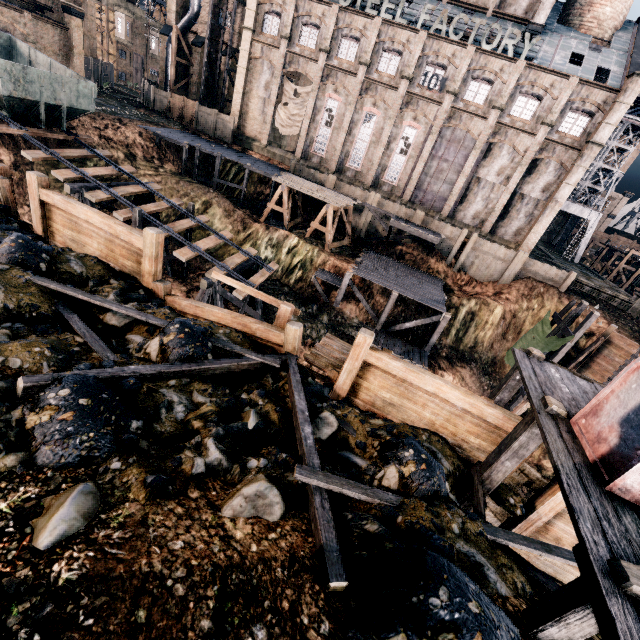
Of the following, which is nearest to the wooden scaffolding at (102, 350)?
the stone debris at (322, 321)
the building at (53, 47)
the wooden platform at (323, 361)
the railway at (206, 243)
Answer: the wooden platform at (323, 361)

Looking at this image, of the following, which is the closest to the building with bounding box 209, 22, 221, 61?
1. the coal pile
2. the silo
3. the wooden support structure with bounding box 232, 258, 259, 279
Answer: the silo

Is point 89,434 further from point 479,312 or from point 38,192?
point 479,312

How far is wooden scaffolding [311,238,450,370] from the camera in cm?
2552

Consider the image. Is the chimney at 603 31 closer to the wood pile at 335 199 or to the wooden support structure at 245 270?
the wood pile at 335 199

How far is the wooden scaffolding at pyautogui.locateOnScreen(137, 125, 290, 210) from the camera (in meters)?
31.14

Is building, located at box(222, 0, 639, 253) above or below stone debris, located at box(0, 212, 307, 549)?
above

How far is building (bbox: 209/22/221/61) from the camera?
39.8 meters
